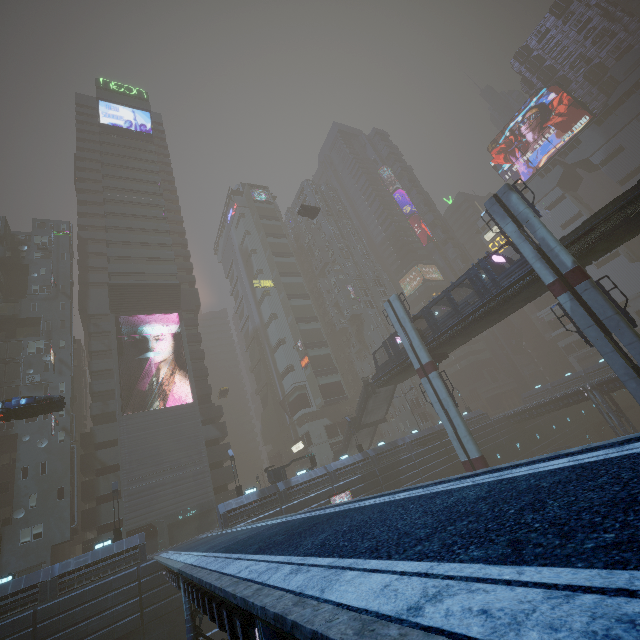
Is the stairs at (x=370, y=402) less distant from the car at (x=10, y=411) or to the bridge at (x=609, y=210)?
the bridge at (x=609, y=210)

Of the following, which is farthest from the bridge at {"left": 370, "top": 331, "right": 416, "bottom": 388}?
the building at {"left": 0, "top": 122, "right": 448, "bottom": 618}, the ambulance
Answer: the ambulance

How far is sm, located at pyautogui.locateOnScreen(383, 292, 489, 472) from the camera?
27.9 meters

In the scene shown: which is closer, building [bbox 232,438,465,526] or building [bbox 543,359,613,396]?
building [bbox 232,438,465,526]

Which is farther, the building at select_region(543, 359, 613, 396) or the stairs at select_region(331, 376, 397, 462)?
the building at select_region(543, 359, 613, 396)

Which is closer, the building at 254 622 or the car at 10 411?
the building at 254 622

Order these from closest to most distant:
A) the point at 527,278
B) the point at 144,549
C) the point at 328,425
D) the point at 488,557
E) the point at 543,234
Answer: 1. the point at 488,557
2. the point at 543,234
3. the point at 527,278
4. the point at 144,549
5. the point at 328,425

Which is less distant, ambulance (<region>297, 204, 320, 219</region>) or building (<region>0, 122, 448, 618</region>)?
building (<region>0, 122, 448, 618</region>)
